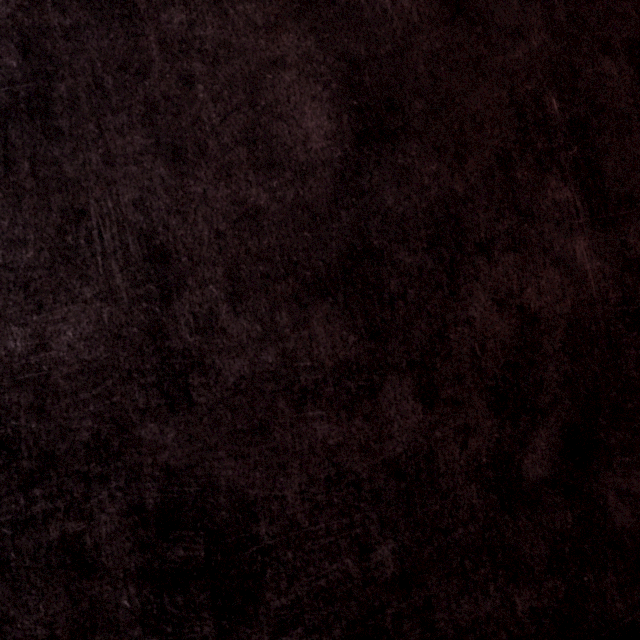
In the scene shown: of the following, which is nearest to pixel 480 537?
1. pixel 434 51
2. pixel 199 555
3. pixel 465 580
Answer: pixel 465 580
